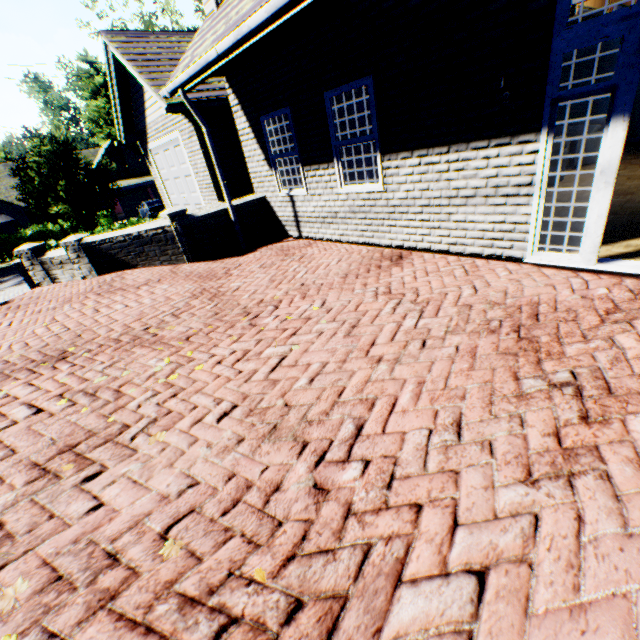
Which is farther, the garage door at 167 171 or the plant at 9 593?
the garage door at 167 171

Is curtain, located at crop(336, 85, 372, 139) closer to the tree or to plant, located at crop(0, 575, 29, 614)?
plant, located at crop(0, 575, 29, 614)

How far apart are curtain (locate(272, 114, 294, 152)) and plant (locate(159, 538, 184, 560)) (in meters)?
6.75

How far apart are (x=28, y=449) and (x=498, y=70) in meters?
6.0

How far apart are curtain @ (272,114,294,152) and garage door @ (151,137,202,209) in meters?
4.6 m

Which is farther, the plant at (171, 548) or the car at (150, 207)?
the car at (150, 207)

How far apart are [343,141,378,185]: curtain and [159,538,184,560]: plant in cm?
542
